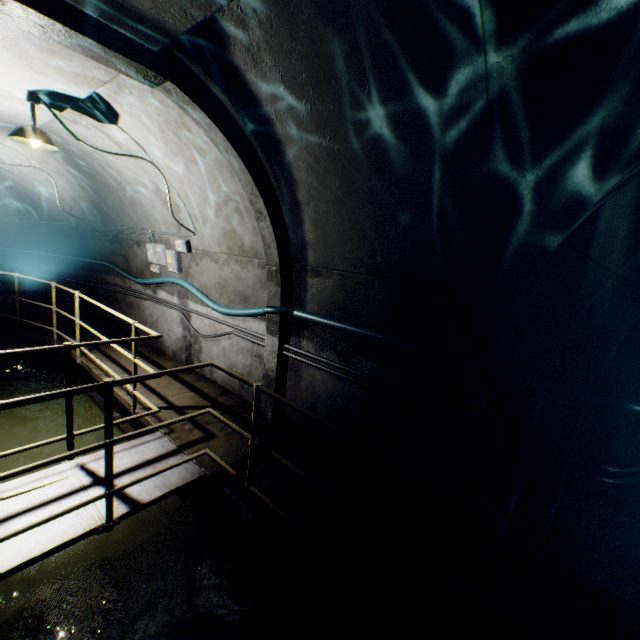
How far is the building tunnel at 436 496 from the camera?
3.2m

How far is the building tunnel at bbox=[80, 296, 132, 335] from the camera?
7.81m

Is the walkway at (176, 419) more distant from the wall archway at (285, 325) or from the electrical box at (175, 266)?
the electrical box at (175, 266)

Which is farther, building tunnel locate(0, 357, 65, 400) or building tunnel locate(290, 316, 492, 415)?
building tunnel locate(0, 357, 65, 400)

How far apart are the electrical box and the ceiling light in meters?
2.2

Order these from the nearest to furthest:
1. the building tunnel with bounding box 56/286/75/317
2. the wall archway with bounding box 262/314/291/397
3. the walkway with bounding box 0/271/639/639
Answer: the walkway with bounding box 0/271/639/639
the wall archway with bounding box 262/314/291/397
the building tunnel with bounding box 56/286/75/317

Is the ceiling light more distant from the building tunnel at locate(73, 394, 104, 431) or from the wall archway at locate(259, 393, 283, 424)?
the wall archway at locate(259, 393, 283, 424)

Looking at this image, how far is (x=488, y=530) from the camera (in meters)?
2.89
